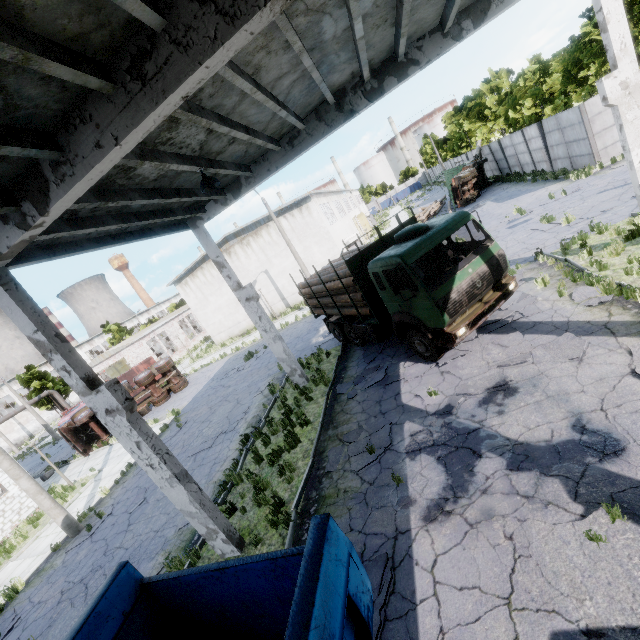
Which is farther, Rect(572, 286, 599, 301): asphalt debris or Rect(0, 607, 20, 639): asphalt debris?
Rect(0, 607, 20, 639): asphalt debris

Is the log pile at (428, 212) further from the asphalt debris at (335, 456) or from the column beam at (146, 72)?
the column beam at (146, 72)

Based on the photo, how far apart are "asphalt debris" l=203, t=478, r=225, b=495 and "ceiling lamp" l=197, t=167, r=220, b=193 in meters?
8.5 m

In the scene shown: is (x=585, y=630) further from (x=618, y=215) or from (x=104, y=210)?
(x=618, y=215)

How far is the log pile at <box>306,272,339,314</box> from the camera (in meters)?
13.20

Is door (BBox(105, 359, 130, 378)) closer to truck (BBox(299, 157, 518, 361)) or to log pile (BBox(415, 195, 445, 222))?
truck (BBox(299, 157, 518, 361))

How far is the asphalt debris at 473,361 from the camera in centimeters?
869cm

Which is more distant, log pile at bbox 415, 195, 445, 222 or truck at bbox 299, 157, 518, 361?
log pile at bbox 415, 195, 445, 222
